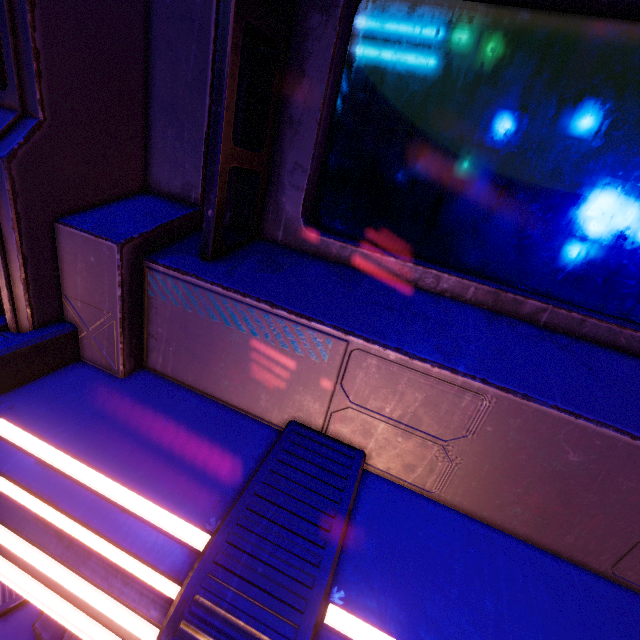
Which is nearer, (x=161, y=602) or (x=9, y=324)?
(x=161, y=602)
